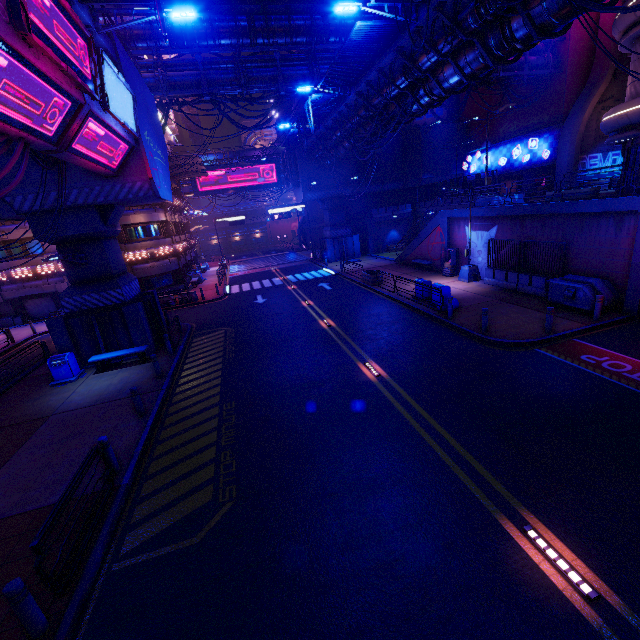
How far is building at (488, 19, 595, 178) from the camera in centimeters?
2605cm

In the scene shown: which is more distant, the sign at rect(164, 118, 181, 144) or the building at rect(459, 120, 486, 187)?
the sign at rect(164, 118, 181, 144)

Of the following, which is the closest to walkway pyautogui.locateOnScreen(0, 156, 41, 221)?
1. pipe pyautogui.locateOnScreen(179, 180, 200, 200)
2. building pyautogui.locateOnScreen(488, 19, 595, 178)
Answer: building pyautogui.locateOnScreen(488, 19, 595, 178)

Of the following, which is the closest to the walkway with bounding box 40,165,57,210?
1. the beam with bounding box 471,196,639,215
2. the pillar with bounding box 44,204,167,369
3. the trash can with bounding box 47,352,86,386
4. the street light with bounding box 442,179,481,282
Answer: the pillar with bounding box 44,204,167,369

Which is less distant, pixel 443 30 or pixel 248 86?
pixel 443 30

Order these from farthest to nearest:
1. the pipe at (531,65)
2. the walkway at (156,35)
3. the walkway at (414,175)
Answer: the pipe at (531,65) < the walkway at (156,35) < the walkway at (414,175)

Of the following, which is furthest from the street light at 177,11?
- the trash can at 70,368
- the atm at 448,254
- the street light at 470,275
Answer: the atm at 448,254

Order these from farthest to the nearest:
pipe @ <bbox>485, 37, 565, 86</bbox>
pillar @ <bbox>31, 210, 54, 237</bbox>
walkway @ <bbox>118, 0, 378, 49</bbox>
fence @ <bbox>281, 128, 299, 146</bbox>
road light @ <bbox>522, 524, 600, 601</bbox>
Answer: fence @ <bbox>281, 128, 299, 146</bbox> → pipe @ <bbox>485, 37, 565, 86</bbox> → walkway @ <bbox>118, 0, 378, 49</bbox> → pillar @ <bbox>31, 210, 54, 237</bbox> → road light @ <bbox>522, 524, 600, 601</bbox>
